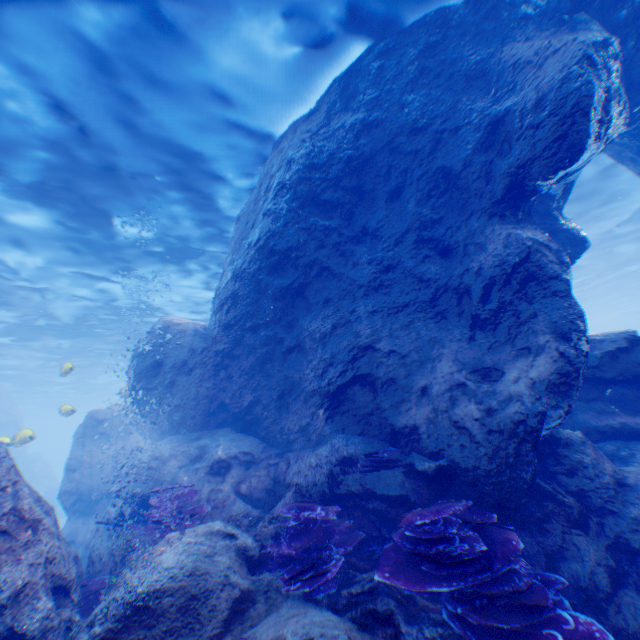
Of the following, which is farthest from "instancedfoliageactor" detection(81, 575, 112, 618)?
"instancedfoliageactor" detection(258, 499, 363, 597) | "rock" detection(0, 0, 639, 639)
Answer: "instancedfoliageactor" detection(258, 499, 363, 597)

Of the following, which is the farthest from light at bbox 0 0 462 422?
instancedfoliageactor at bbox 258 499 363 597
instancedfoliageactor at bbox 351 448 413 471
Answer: instancedfoliageactor at bbox 258 499 363 597

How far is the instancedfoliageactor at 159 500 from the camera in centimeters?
568cm

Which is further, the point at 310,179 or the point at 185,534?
the point at 310,179

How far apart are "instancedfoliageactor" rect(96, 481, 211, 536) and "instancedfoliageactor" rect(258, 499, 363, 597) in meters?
1.3

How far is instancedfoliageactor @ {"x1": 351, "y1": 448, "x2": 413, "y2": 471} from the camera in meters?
5.5 m

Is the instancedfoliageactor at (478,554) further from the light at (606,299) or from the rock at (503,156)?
the light at (606,299)
